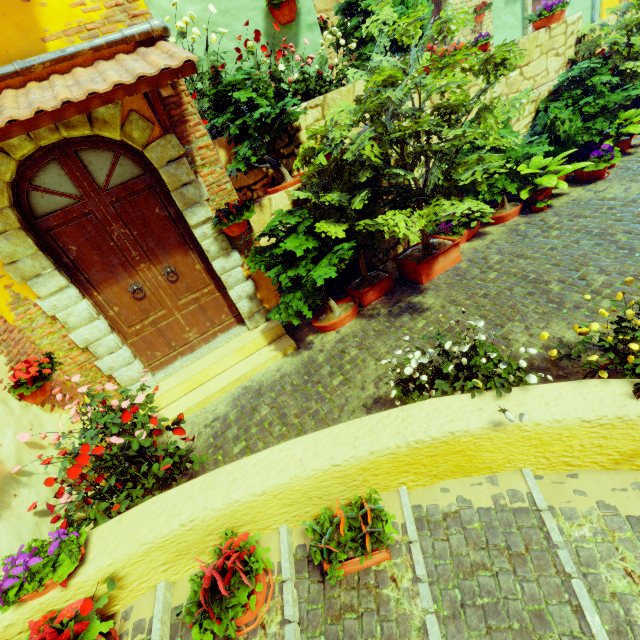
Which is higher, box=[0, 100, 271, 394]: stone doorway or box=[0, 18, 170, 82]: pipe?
box=[0, 18, 170, 82]: pipe

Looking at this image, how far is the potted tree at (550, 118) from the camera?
5.4m

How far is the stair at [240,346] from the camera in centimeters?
436cm

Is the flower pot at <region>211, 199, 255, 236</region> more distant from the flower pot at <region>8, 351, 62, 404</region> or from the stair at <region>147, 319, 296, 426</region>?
the stair at <region>147, 319, 296, 426</region>

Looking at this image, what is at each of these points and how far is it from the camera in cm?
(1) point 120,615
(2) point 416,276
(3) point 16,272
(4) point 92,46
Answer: (1) stair, 225
(2) flower pot, 493
(3) stone doorway, 344
(4) pipe, 309

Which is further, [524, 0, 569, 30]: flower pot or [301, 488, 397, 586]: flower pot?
[524, 0, 569, 30]: flower pot

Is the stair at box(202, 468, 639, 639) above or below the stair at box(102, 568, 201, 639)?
below

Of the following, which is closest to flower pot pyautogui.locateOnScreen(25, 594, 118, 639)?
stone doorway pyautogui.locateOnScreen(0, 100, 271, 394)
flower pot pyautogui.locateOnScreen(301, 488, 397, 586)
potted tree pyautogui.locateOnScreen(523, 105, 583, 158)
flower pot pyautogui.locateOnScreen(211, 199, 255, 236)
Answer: flower pot pyautogui.locateOnScreen(301, 488, 397, 586)
